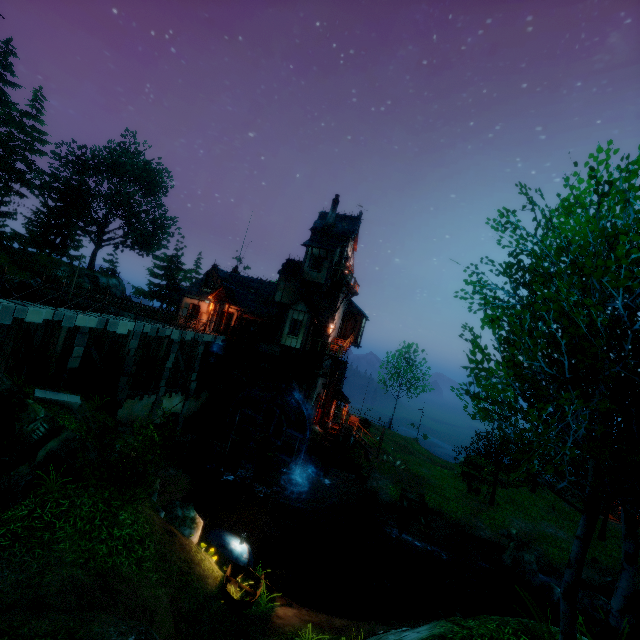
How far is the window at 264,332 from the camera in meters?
27.6

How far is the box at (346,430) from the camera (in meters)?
27.22

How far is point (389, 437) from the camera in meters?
37.4

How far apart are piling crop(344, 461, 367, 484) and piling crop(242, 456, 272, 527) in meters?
8.3

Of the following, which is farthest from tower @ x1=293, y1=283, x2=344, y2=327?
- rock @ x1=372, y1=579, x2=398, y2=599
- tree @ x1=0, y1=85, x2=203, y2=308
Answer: tree @ x1=0, y1=85, x2=203, y2=308

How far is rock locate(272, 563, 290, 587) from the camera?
14.1m

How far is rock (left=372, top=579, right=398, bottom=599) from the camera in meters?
17.2 m

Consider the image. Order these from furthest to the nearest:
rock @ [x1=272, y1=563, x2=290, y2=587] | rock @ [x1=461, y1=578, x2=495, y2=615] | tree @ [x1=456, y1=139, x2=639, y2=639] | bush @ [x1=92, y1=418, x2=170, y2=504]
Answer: rock @ [x1=461, y1=578, x2=495, y2=615], rock @ [x1=272, y1=563, x2=290, y2=587], bush @ [x1=92, y1=418, x2=170, y2=504], tree @ [x1=456, y1=139, x2=639, y2=639]
